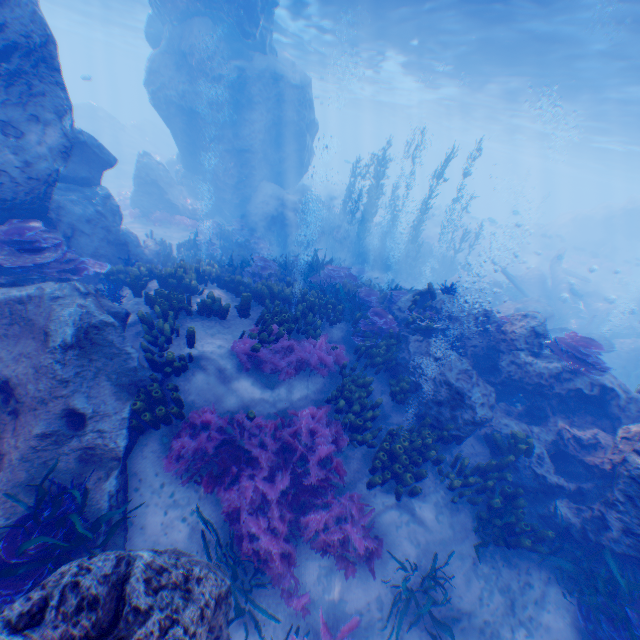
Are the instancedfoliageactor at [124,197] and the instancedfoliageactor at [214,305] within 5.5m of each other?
no

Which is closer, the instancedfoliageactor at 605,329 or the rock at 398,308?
the rock at 398,308

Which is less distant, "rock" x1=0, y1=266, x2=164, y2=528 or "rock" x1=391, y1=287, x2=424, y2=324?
"rock" x1=0, y1=266, x2=164, y2=528

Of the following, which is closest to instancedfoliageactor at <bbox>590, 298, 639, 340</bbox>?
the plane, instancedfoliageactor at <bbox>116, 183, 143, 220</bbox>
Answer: the plane

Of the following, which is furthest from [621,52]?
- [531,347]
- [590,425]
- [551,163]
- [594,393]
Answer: [551,163]

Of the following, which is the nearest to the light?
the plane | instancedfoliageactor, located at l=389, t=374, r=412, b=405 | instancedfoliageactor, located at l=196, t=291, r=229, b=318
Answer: the plane

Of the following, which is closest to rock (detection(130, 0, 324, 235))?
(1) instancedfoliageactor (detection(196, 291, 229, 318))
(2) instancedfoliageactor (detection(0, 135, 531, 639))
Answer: (2) instancedfoliageactor (detection(0, 135, 531, 639))

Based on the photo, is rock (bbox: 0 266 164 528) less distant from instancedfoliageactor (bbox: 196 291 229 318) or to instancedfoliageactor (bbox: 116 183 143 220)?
instancedfoliageactor (bbox: 116 183 143 220)
